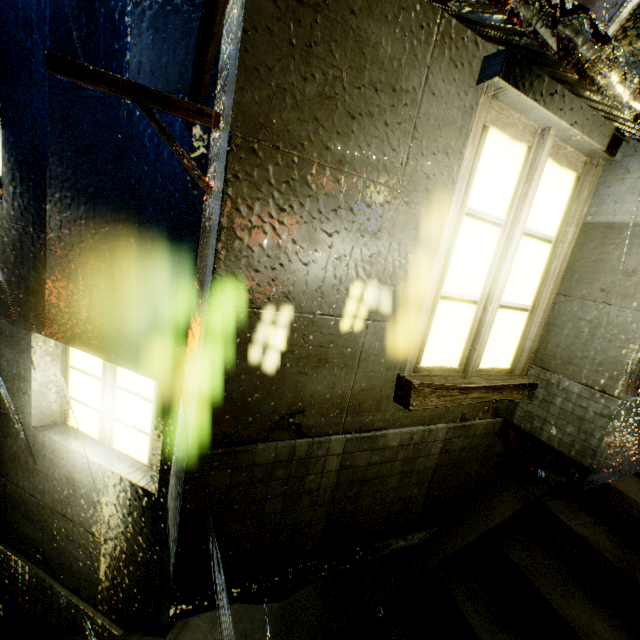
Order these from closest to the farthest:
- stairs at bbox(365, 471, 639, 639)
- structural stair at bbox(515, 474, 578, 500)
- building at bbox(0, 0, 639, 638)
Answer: building at bbox(0, 0, 639, 638), stairs at bbox(365, 471, 639, 639), structural stair at bbox(515, 474, 578, 500)

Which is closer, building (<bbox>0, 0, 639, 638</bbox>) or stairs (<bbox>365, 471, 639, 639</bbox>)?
building (<bbox>0, 0, 639, 638</bbox>)

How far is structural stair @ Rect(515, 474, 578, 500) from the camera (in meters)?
3.30

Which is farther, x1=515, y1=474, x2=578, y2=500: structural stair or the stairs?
x1=515, y1=474, x2=578, y2=500: structural stair

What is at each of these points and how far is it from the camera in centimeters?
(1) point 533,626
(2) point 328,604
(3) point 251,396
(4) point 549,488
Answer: (1) stairs, 273cm
(2) structural stair, 314cm
(3) building, 198cm
(4) structural stair, 330cm

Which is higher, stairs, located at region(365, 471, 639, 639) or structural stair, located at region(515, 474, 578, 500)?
structural stair, located at region(515, 474, 578, 500)

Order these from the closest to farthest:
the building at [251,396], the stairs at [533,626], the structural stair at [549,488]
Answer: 1. the building at [251,396]
2. the stairs at [533,626]
3. the structural stair at [549,488]

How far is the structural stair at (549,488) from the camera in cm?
330
